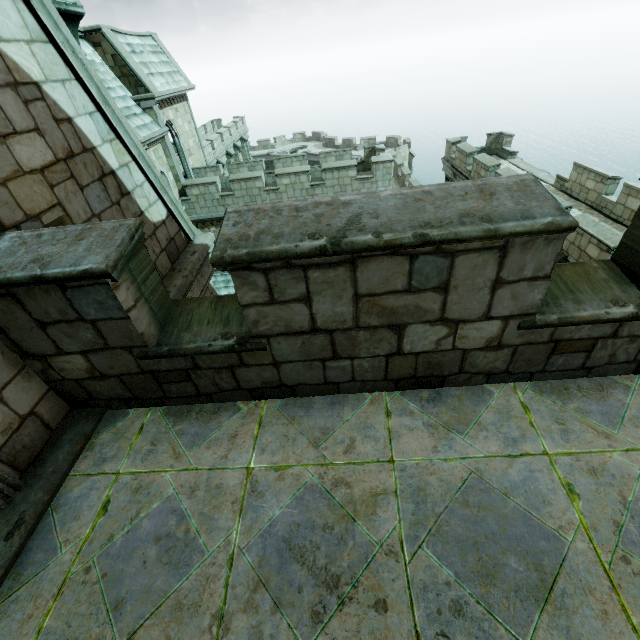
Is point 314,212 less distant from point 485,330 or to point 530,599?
point 485,330
